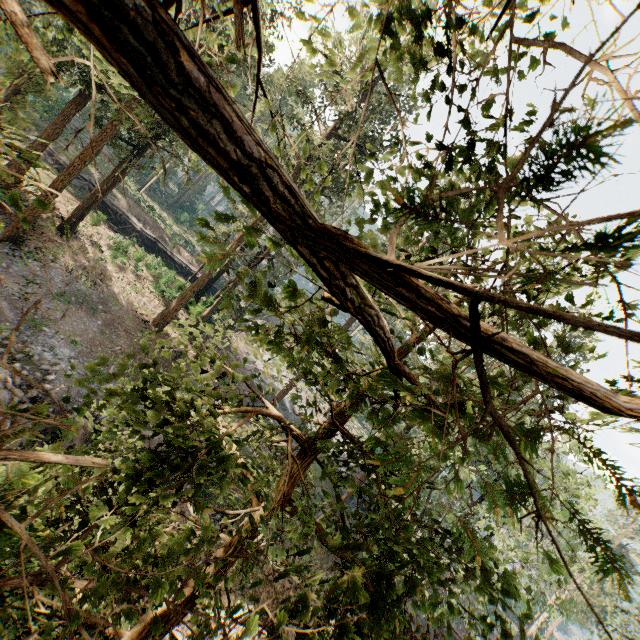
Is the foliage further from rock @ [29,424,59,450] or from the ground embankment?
rock @ [29,424,59,450]

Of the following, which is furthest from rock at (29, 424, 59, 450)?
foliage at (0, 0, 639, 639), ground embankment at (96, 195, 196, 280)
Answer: ground embankment at (96, 195, 196, 280)

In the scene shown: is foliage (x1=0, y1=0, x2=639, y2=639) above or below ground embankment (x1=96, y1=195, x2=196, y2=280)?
above

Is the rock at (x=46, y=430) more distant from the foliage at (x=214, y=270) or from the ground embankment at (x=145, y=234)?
the ground embankment at (x=145, y=234)

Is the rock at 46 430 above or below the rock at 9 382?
below

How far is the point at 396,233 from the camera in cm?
86
